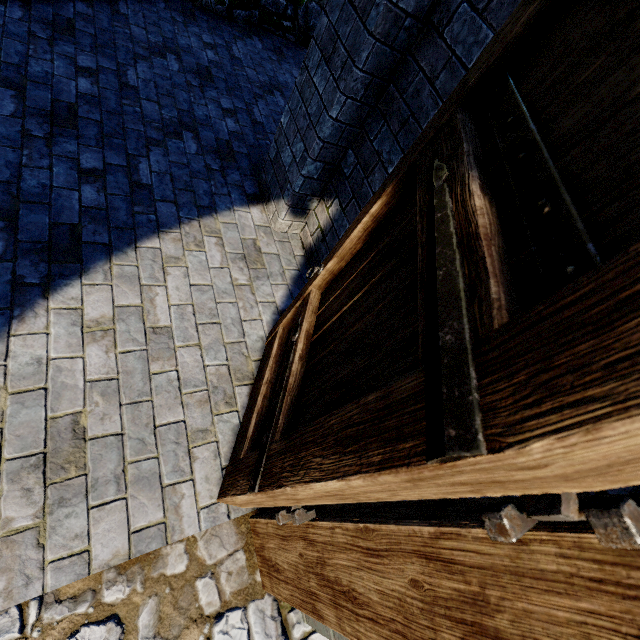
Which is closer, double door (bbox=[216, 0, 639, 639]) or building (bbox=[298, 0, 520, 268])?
double door (bbox=[216, 0, 639, 639])

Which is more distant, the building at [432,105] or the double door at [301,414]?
the building at [432,105]

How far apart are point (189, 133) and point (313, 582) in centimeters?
422cm
